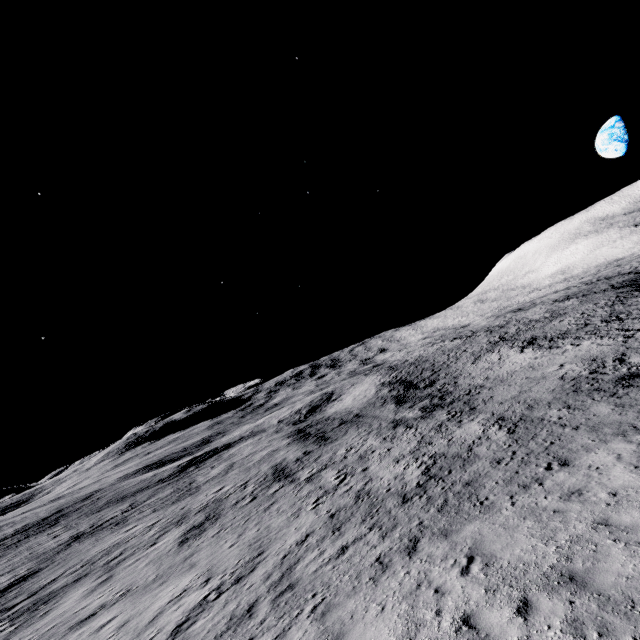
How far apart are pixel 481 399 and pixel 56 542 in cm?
4435
